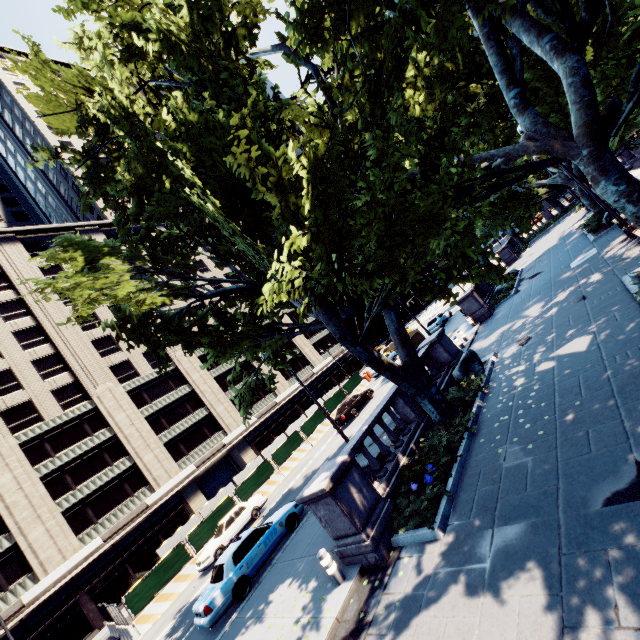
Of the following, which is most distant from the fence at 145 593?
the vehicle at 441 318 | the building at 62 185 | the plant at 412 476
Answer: the building at 62 185

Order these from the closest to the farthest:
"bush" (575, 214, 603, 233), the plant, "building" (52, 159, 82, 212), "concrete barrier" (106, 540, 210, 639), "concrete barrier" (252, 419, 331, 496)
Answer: the plant, "concrete barrier" (106, 540, 210, 639), "bush" (575, 214, 603, 233), "concrete barrier" (252, 419, 331, 496), "building" (52, 159, 82, 212)

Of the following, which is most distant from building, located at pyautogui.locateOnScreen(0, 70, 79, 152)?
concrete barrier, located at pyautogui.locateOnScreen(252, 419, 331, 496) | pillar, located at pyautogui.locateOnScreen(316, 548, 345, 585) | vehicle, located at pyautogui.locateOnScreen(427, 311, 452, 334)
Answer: pillar, located at pyautogui.locateOnScreen(316, 548, 345, 585)

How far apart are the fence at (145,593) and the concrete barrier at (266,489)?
0.00m

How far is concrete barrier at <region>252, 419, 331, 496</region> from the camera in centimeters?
2509cm

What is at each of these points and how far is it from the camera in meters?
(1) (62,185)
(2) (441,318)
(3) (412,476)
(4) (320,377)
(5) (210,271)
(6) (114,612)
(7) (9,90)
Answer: (1) building, 60.0 m
(2) vehicle, 34.1 m
(3) plant, 9.0 m
(4) building, 56.2 m
(5) building, 57.6 m
(6) fence, 18.4 m
(7) building, 58.4 m

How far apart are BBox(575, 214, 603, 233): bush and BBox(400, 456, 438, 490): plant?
21.8 meters

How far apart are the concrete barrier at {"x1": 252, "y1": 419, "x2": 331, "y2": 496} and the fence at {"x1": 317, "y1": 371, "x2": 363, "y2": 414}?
0.0 meters
